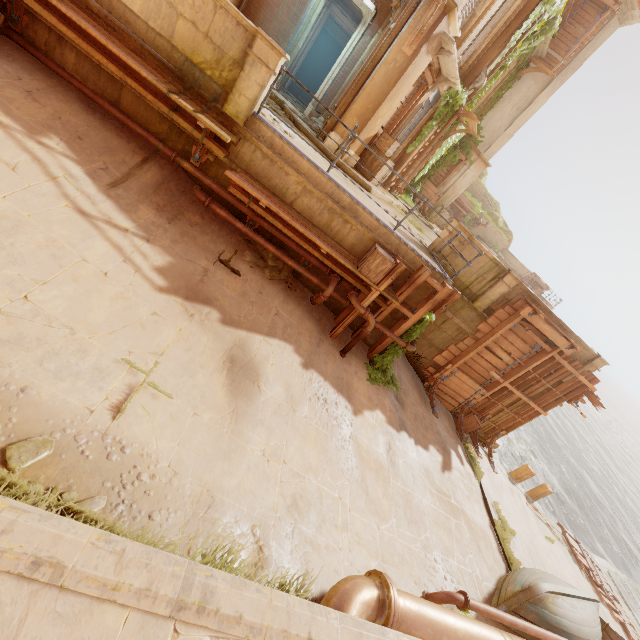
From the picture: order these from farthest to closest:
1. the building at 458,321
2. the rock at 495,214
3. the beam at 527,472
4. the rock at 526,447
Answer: the rock at 495,214 → the rock at 526,447 → the beam at 527,472 → the building at 458,321

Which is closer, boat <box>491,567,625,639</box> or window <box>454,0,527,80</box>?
boat <box>491,567,625,639</box>

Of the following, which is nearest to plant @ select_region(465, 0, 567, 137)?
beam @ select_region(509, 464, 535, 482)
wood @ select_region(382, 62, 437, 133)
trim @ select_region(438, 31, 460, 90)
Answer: trim @ select_region(438, 31, 460, 90)

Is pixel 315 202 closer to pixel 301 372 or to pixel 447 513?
pixel 301 372

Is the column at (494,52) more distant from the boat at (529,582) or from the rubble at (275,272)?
the boat at (529,582)

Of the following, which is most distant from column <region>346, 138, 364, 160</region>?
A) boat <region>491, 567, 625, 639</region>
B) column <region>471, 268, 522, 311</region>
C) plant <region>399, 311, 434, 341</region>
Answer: boat <region>491, 567, 625, 639</region>

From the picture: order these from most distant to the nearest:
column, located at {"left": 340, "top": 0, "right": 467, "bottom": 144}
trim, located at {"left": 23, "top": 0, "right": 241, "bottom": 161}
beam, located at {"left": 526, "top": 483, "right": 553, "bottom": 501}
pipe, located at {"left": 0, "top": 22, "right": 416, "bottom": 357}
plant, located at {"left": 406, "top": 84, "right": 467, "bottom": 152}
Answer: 1. beam, located at {"left": 526, "top": 483, "right": 553, "bottom": 501}
2. plant, located at {"left": 406, "top": 84, "right": 467, "bottom": 152}
3. column, located at {"left": 340, "top": 0, "right": 467, "bottom": 144}
4. pipe, located at {"left": 0, "top": 22, "right": 416, "bottom": 357}
5. trim, located at {"left": 23, "top": 0, "right": 241, "bottom": 161}

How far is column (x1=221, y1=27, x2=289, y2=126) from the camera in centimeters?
578cm
